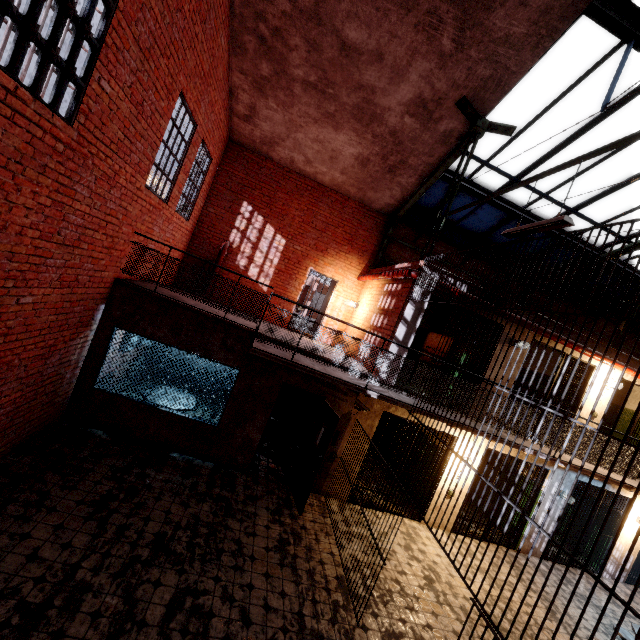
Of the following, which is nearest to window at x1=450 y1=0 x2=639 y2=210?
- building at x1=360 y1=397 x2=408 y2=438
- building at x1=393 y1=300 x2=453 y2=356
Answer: building at x1=393 y1=300 x2=453 y2=356

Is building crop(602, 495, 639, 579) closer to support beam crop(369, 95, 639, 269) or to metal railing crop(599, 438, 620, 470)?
metal railing crop(599, 438, 620, 470)

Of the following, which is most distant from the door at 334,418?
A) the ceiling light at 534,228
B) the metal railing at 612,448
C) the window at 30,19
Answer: the window at 30,19

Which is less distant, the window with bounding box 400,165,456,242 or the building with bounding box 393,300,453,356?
the building with bounding box 393,300,453,356

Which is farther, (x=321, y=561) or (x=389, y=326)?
(x=389, y=326)

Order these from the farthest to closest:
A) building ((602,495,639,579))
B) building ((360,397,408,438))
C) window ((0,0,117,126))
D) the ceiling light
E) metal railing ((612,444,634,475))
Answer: building ((602,495,639,579)), building ((360,397,408,438)), metal railing ((612,444,634,475)), the ceiling light, window ((0,0,117,126))

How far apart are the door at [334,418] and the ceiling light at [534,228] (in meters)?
4.47

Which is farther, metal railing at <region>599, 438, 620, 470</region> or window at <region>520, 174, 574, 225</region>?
window at <region>520, 174, 574, 225</region>
